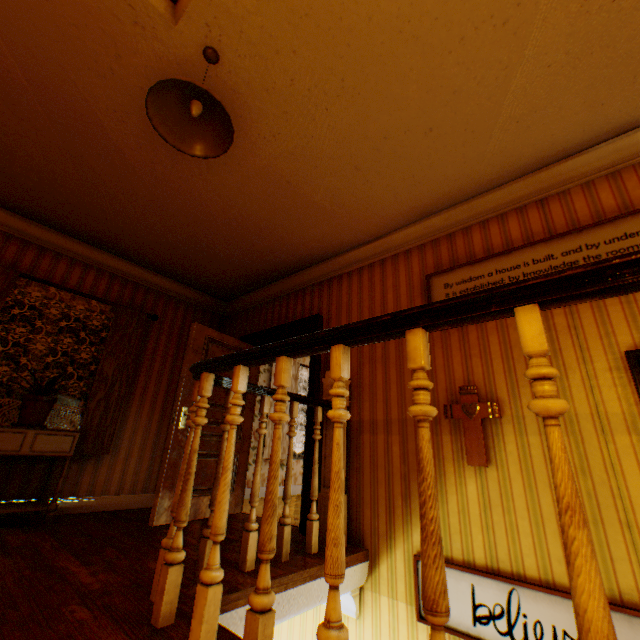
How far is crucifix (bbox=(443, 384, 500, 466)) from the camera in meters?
2.5

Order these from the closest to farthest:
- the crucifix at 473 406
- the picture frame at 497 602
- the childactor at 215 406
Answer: the picture frame at 497 602
the crucifix at 473 406
the childactor at 215 406

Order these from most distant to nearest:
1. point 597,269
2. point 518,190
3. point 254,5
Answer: point 518,190
point 254,5
point 597,269

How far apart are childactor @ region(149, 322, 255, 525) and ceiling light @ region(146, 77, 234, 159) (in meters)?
2.46

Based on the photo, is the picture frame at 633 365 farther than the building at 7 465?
No

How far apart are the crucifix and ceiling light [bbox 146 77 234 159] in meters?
2.6

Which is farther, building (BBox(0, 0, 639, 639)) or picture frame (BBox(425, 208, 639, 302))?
picture frame (BBox(425, 208, 639, 302))

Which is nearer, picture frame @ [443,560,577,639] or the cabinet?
picture frame @ [443,560,577,639]
